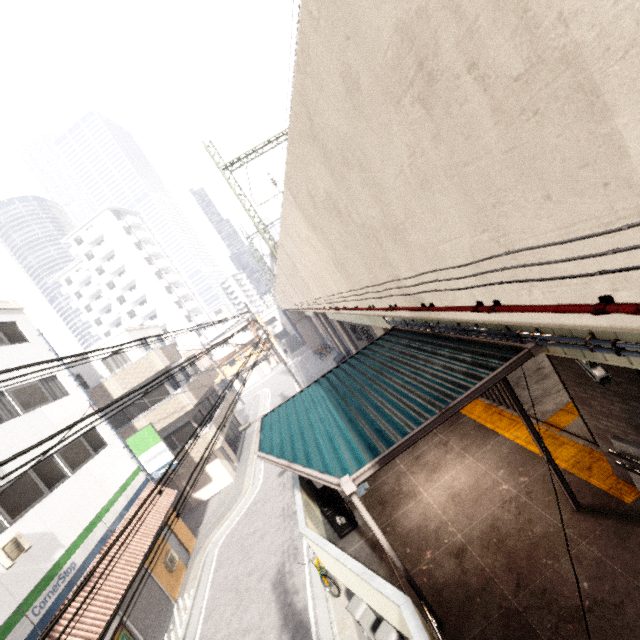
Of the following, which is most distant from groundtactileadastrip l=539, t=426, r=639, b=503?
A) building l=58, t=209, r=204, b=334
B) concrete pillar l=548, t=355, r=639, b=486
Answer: building l=58, t=209, r=204, b=334

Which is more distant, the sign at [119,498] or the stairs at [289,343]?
the stairs at [289,343]

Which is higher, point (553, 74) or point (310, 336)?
point (553, 74)

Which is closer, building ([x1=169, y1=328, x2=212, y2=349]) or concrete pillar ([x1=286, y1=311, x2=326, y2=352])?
concrete pillar ([x1=286, y1=311, x2=326, y2=352])

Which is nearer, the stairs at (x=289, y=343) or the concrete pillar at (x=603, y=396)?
the concrete pillar at (x=603, y=396)

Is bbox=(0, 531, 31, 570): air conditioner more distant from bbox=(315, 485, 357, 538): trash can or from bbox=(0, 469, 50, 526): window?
bbox=(315, 485, 357, 538): trash can

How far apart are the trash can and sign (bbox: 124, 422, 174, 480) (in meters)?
11.15

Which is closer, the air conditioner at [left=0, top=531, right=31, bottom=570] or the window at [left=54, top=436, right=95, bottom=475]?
the air conditioner at [left=0, top=531, right=31, bottom=570]
